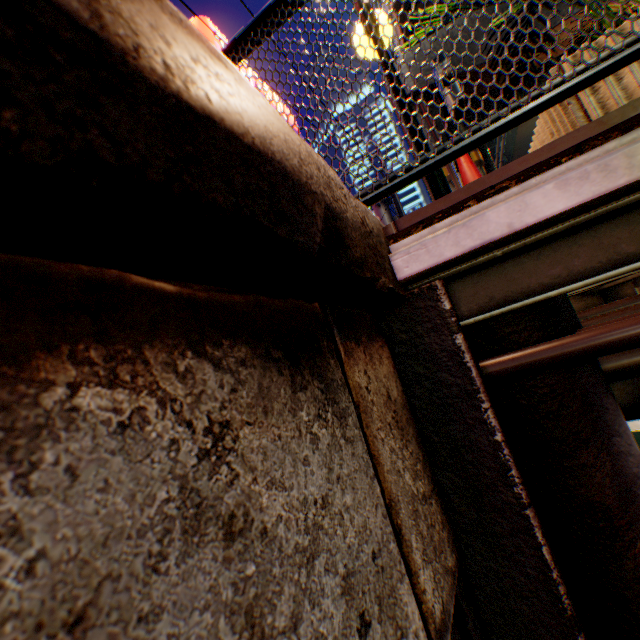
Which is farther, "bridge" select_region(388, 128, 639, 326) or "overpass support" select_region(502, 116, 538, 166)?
"overpass support" select_region(502, 116, 538, 166)

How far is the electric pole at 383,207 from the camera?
15.5m

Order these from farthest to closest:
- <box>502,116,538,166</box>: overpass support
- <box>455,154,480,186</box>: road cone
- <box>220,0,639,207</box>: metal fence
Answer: <box>502,116,538,166</box>: overpass support → <box>455,154,480,186</box>: road cone → <box>220,0,639,207</box>: metal fence

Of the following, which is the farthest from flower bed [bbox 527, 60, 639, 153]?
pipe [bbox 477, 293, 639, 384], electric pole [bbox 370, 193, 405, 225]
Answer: electric pole [bbox 370, 193, 405, 225]

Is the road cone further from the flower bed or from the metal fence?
the metal fence

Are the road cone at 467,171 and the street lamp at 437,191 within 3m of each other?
yes

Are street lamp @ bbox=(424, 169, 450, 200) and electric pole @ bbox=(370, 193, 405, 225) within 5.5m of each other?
no

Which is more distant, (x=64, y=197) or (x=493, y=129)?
(x=493, y=129)
